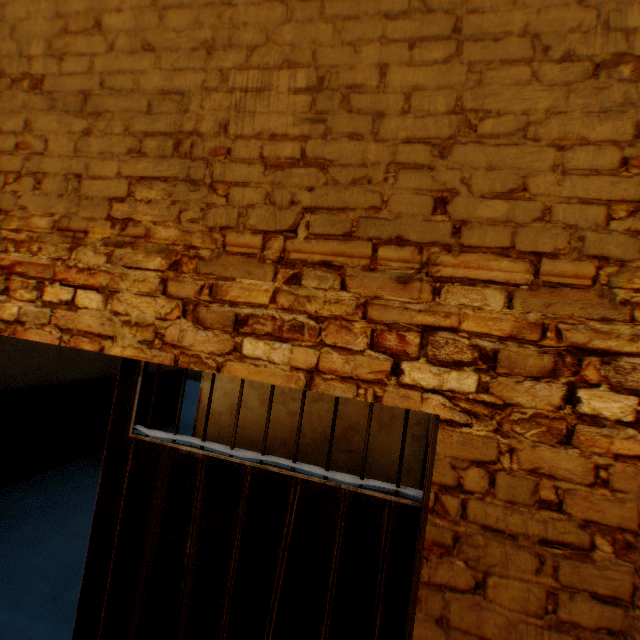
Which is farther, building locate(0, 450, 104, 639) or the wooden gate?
building locate(0, 450, 104, 639)

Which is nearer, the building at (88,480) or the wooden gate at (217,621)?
the wooden gate at (217,621)

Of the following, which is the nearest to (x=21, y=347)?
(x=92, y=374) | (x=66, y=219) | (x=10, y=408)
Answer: (x=10, y=408)

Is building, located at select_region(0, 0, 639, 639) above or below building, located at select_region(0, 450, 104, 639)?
above

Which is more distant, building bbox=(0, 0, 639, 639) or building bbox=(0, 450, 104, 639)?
building bbox=(0, 450, 104, 639)

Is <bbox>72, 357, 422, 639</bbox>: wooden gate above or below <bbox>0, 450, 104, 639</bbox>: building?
above

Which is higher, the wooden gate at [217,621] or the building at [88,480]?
the wooden gate at [217,621]
